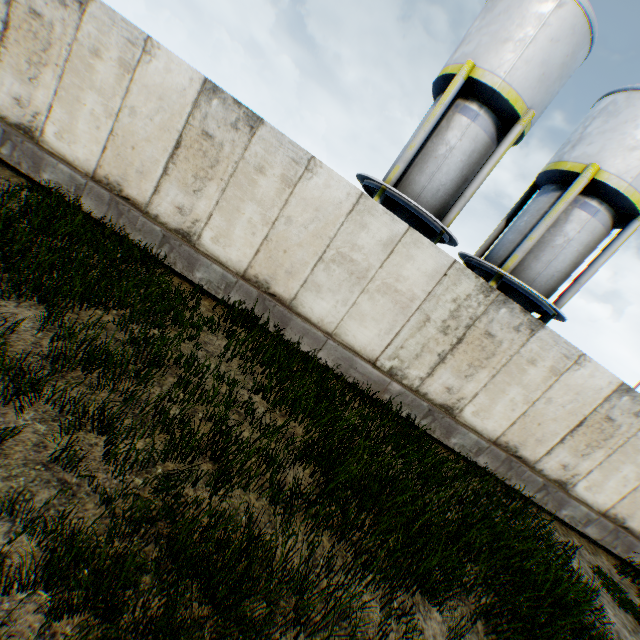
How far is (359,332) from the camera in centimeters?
738cm

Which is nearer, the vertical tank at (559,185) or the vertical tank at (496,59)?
the vertical tank at (496,59)

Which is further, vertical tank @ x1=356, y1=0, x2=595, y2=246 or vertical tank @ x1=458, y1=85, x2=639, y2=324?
vertical tank @ x1=458, y1=85, x2=639, y2=324
